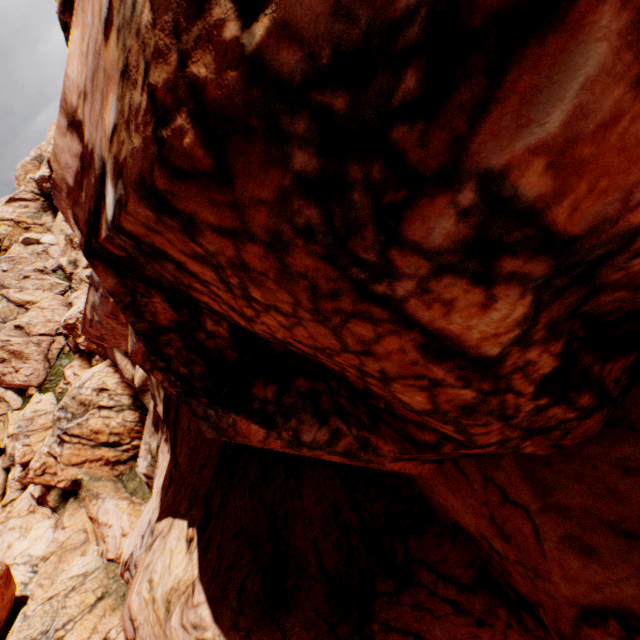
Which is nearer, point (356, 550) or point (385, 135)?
point (385, 135)
